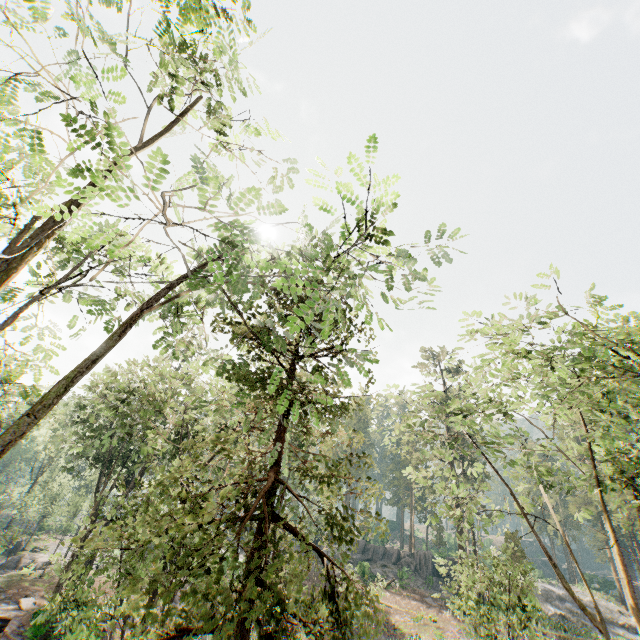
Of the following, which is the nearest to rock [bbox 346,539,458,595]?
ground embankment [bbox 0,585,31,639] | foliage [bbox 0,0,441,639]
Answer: foliage [bbox 0,0,441,639]

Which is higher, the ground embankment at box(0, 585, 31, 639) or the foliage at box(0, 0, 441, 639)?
the foliage at box(0, 0, 441, 639)

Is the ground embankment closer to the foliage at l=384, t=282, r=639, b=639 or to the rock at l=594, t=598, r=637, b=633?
the foliage at l=384, t=282, r=639, b=639

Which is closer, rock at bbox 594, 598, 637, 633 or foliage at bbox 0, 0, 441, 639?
foliage at bbox 0, 0, 441, 639

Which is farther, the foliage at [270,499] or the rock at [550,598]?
the rock at [550,598]

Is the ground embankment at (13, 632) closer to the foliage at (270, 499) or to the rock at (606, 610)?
the foliage at (270, 499)

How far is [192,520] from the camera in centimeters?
480cm
